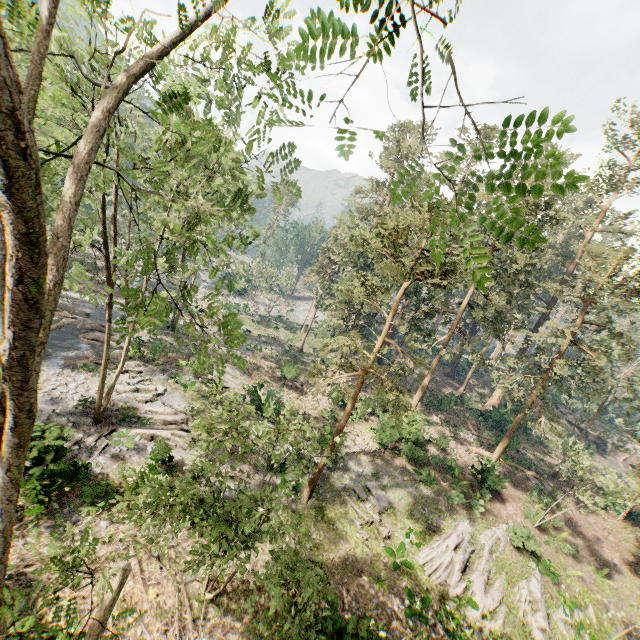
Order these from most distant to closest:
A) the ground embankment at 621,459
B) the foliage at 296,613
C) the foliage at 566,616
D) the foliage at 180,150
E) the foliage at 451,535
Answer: the ground embankment at 621,459 → the foliage at 566,616 → the foliage at 451,535 → the foliage at 296,613 → the foliage at 180,150

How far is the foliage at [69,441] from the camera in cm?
1262

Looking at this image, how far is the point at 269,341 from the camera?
44.1m

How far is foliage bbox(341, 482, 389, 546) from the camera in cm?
1819

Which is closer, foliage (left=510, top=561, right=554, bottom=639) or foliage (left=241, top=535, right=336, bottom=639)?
foliage (left=241, top=535, right=336, bottom=639)

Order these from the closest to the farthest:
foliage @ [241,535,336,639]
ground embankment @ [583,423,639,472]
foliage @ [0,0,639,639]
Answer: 1. foliage @ [0,0,639,639]
2. foliage @ [241,535,336,639]
3. ground embankment @ [583,423,639,472]
